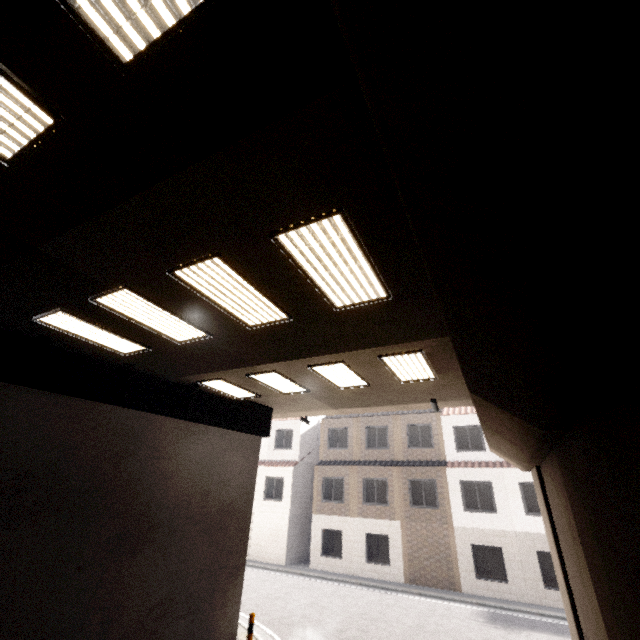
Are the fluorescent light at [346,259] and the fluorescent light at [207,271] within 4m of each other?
yes

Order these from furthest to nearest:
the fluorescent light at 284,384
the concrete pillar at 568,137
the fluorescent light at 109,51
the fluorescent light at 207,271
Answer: the fluorescent light at 284,384
the fluorescent light at 207,271
the fluorescent light at 109,51
the concrete pillar at 568,137

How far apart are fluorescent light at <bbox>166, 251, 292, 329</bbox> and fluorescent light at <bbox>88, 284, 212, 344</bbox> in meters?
1.0

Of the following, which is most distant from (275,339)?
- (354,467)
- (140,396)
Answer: (354,467)

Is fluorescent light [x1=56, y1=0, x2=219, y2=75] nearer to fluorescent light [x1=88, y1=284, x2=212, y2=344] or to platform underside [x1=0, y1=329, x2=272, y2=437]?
fluorescent light [x1=88, y1=284, x2=212, y2=344]

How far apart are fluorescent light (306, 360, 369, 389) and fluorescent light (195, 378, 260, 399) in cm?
289

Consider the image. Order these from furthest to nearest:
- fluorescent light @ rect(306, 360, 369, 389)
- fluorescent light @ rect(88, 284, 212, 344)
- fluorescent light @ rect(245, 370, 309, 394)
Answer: fluorescent light @ rect(245, 370, 309, 394) < fluorescent light @ rect(306, 360, 369, 389) < fluorescent light @ rect(88, 284, 212, 344)

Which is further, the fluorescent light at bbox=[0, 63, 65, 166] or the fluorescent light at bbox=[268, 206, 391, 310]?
the fluorescent light at bbox=[268, 206, 391, 310]
